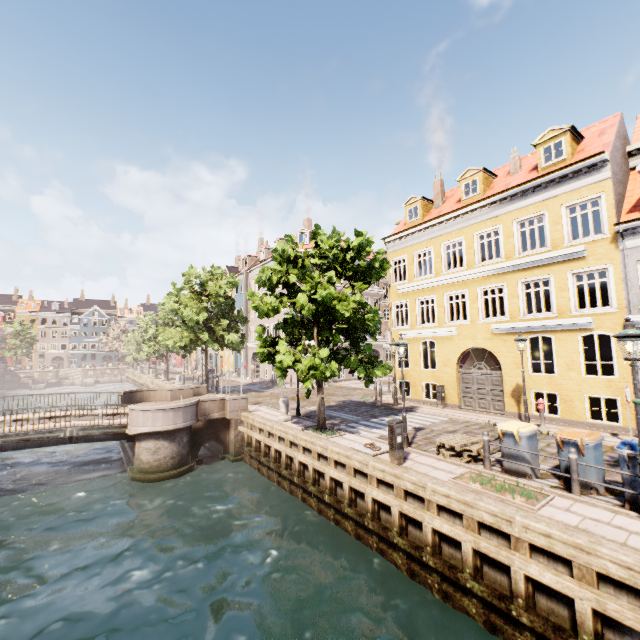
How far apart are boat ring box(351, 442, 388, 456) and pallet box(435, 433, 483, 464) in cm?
140

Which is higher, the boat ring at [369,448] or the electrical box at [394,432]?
the electrical box at [394,432]

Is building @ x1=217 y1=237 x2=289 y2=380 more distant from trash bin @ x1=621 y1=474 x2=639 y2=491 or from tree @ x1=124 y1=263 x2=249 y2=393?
trash bin @ x1=621 y1=474 x2=639 y2=491

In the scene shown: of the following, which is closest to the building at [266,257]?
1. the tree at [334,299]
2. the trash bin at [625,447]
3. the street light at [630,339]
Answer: the tree at [334,299]

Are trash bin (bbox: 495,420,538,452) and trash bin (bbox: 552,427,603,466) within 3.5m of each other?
yes

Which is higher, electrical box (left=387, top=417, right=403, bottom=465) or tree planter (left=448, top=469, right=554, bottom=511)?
electrical box (left=387, top=417, right=403, bottom=465)

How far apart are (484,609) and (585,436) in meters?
4.5 m

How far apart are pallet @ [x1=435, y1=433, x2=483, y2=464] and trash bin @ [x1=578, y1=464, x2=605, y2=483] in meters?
2.0 m
